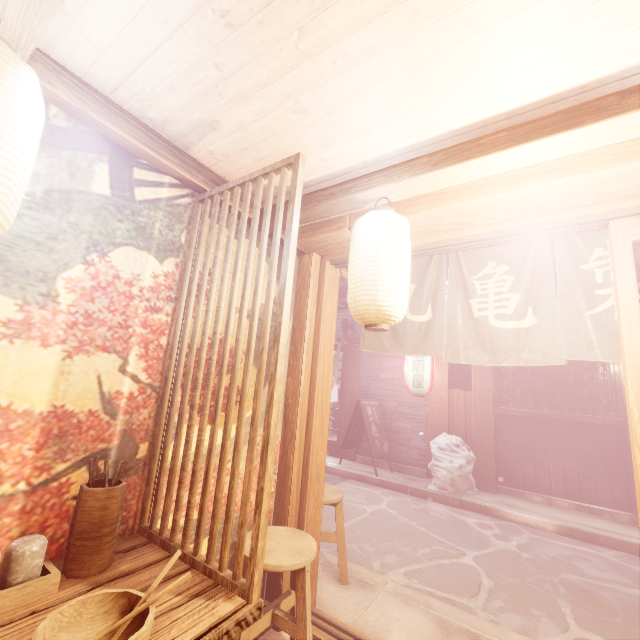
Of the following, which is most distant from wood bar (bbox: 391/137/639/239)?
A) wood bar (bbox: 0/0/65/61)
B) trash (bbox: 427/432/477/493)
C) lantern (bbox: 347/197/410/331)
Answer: trash (bbox: 427/432/477/493)

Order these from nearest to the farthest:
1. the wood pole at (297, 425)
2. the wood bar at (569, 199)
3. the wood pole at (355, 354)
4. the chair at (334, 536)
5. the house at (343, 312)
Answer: the wood bar at (569, 199) < the wood pole at (297, 425) < the chair at (334, 536) < the wood pole at (355, 354) < the house at (343, 312)

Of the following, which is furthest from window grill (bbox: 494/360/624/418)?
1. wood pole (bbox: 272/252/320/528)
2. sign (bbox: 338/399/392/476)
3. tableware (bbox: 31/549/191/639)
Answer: tableware (bbox: 31/549/191/639)

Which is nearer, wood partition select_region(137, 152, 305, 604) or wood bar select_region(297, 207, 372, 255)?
wood partition select_region(137, 152, 305, 604)

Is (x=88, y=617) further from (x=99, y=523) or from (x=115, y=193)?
(x=115, y=193)

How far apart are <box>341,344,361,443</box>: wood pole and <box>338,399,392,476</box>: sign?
0.1m

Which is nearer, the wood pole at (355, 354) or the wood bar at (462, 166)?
the wood bar at (462, 166)

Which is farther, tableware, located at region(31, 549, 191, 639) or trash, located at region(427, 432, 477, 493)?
trash, located at region(427, 432, 477, 493)
